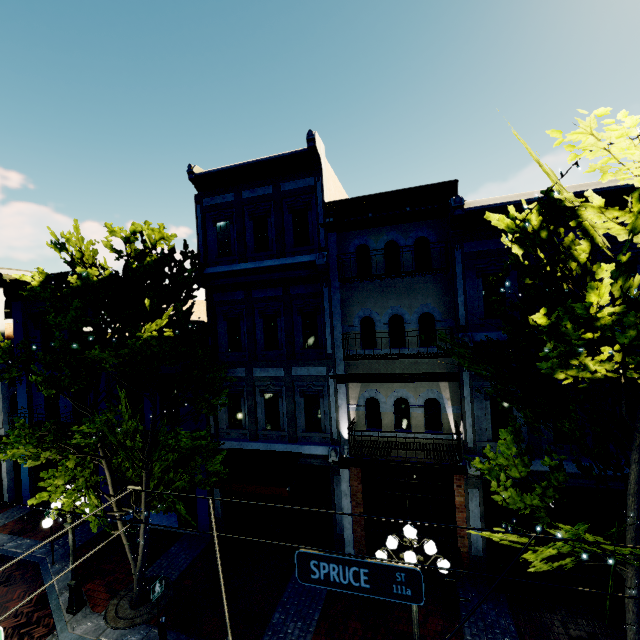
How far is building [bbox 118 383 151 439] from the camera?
13.6 meters

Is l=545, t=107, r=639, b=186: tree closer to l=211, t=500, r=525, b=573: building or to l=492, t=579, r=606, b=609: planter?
l=211, t=500, r=525, b=573: building

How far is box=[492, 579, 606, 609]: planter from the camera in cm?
850

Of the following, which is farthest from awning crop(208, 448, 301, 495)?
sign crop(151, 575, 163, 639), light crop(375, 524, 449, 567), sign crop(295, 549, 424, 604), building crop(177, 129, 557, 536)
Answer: sign crop(295, 549, 424, 604)

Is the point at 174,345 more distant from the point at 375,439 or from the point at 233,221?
the point at 375,439

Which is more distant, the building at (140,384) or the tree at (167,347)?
the building at (140,384)

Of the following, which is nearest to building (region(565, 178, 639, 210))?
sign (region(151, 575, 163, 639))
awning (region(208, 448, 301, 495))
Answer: awning (region(208, 448, 301, 495))

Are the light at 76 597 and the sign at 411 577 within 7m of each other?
no
